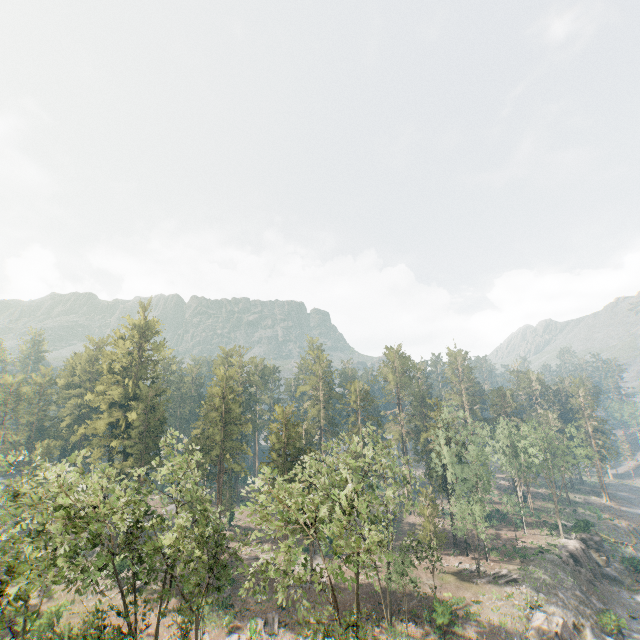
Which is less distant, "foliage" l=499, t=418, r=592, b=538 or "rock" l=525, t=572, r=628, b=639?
"rock" l=525, t=572, r=628, b=639

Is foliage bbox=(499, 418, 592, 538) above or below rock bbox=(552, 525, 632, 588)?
above

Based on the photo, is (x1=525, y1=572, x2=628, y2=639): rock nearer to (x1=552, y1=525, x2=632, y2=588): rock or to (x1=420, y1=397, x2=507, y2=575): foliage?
(x1=420, y1=397, x2=507, y2=575): foliage

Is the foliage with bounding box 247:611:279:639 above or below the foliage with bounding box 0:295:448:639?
below

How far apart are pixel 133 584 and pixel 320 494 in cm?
1616

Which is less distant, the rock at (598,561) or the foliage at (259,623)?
the foliage at (259,623)

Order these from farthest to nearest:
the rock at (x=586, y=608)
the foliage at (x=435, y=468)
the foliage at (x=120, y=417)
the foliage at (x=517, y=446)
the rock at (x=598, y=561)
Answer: the foliage at (x=517, y=446)
the rock at (x=598, y=561)
the foliage at (x=435, y=468)
the rock at (x=586, y=608)
the foliage at (x=120, y=417)

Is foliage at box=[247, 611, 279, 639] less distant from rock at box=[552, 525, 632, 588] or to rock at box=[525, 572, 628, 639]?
rock at box=[525, 572, 628, 639]
